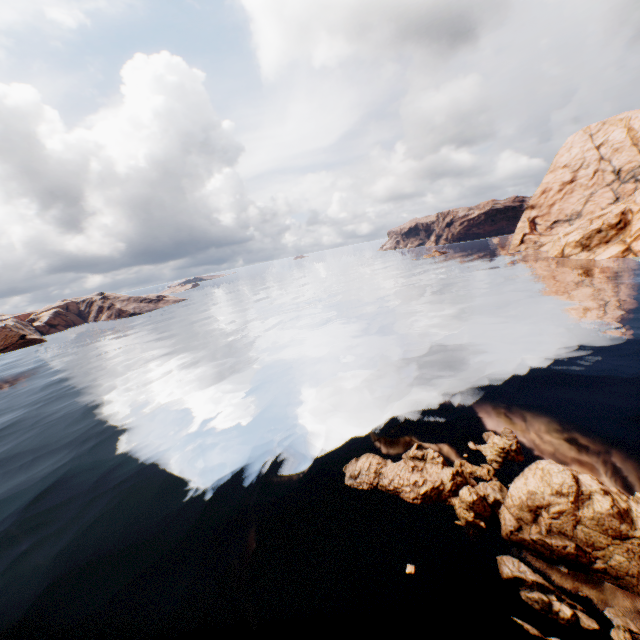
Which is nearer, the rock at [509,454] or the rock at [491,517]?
the rock at [491,517]

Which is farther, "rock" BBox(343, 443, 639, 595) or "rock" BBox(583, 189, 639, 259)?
"rock" BBox(583, 189, 639, 259)

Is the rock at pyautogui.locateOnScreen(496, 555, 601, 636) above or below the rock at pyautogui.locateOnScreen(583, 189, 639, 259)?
below

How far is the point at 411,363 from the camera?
30.0 meters
